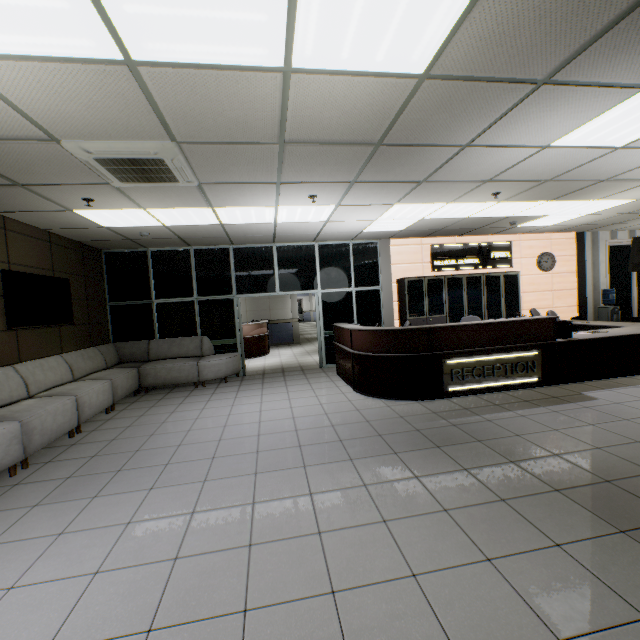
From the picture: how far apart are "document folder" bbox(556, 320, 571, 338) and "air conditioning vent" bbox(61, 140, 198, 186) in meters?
6.2

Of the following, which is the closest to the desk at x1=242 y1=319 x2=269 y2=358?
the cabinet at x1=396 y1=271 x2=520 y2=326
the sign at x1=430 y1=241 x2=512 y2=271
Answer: the cabinet at x1=396 y1=271 x2=520 y2=326

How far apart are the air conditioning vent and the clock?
9.4 meters

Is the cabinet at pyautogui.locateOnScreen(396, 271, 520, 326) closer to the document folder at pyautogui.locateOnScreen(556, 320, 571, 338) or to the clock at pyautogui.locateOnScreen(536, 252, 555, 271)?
the clock at pyautogui.locateOnScreen(536, 252, 555, 271)

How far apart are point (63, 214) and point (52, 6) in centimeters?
406cm

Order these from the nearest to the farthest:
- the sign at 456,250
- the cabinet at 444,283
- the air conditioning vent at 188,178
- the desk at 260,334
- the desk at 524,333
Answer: the air conditioning vent at 188,178
the desk at 524,333
the cabinet at 444,283
the sign at 456,250
the desk at 260,334

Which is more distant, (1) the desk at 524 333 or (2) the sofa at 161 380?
(1) the desk at 524 333

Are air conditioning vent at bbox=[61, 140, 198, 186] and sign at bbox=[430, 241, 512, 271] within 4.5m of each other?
no
